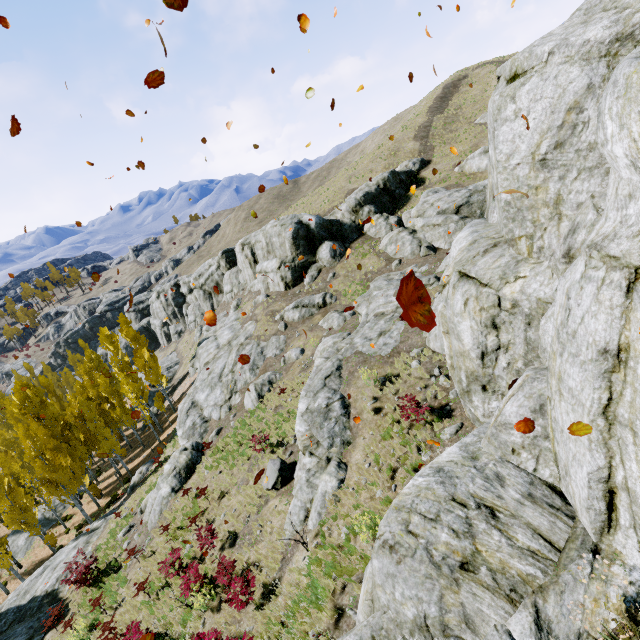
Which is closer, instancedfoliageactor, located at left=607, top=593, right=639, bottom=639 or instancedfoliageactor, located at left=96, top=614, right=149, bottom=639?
instancedfoliageactor, located at left=607, top=593, right=639, bottom=639

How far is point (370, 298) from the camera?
21.3 meters

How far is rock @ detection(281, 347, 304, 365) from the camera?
23.53m

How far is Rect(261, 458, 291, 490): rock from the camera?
13.2 meters

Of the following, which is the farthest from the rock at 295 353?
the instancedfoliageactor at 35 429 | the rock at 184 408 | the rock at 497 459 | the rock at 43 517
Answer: the rock at 43 517

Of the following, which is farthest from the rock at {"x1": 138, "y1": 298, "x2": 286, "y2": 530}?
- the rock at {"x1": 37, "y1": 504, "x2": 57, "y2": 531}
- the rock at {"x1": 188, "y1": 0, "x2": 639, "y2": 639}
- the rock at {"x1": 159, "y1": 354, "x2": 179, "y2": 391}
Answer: the rock at {"x1": 37, "y1": 504, "x2": 57, "y2": 531}

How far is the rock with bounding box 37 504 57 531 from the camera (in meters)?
33.91

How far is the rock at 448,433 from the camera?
9.3m
